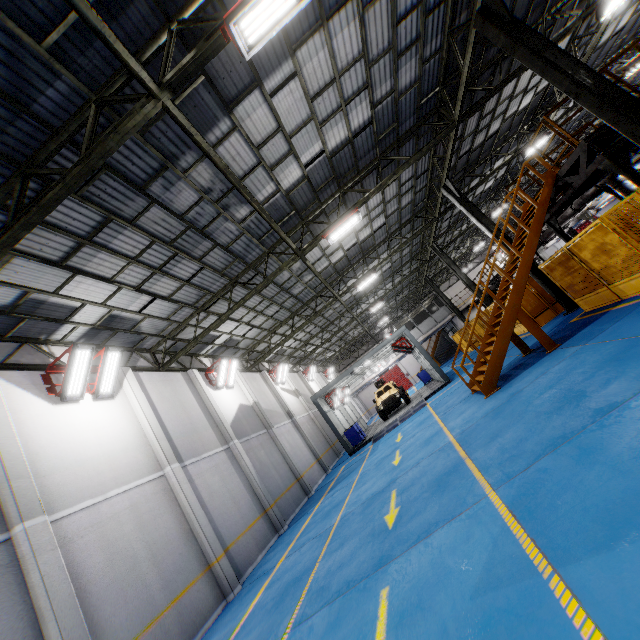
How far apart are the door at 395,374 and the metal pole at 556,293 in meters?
34.0

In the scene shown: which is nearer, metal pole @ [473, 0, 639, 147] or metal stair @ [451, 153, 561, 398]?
metal pole @ [473, 0, 639, 147]

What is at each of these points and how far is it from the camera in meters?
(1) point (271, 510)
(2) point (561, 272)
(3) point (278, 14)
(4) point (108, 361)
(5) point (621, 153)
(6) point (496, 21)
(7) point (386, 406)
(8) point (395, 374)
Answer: (1) cement column, 13.0
(2) metal panel, 11.2
(3) light, 5.2
(4) light, 10.0
(5) metal pole, 8.7
(6) metal pole, 7.9
(7) car, 22.9
(8) door, 47.6

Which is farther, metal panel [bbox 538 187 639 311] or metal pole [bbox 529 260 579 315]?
metal pole [bbox 529 260 579 315]

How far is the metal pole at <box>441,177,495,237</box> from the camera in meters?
14.8 m

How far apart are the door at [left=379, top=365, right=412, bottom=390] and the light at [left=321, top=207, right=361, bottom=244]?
37.9 meters

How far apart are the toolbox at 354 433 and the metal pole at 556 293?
12.9 meters

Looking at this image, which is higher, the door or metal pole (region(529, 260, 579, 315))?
the door
